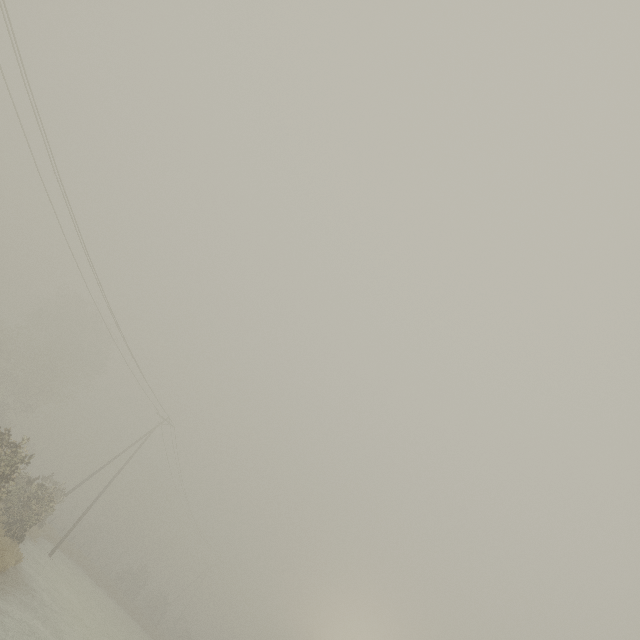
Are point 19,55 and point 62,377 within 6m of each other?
no
